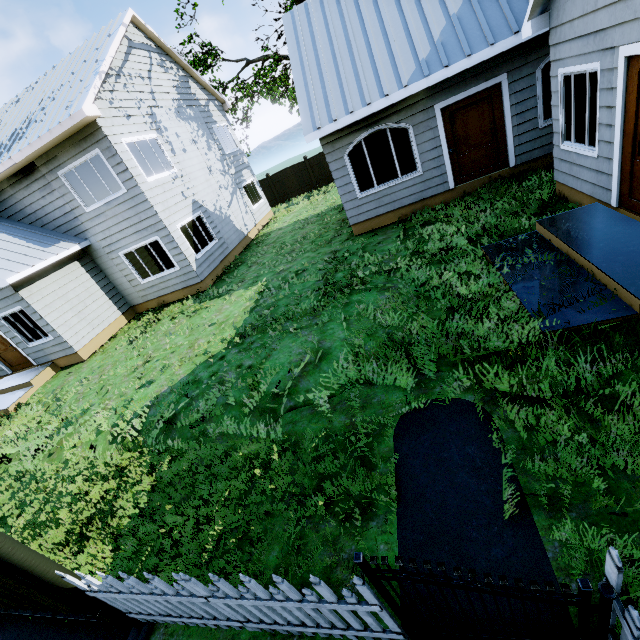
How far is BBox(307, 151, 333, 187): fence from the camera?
21.8m

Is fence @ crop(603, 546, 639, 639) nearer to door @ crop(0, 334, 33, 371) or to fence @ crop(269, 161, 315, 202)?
door @ crop(0, 334, 33, 371)

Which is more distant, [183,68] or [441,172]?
[183,68]

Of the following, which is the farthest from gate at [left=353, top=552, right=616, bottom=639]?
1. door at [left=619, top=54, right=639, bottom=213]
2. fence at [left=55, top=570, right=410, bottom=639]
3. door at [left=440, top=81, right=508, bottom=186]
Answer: door at [left=440, top=81, right=508, bottom=186]

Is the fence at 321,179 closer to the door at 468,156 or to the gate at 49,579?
the door at 468,156

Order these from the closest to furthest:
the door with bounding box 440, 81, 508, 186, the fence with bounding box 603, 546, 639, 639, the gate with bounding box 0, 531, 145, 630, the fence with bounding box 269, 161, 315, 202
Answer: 1. the fence with bounding box 603, 546, 639, 639
2. the gate with bounding box 0, 531, 145, 630
3. the door with bounding box 440, 81, 508, 186
4. the fence with bounding box 269, 161, 315, 202

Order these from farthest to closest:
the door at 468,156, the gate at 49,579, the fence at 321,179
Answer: the fence at 321,179
the door at 468,156
the gate at 49,579

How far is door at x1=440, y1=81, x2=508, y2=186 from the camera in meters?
8.3
